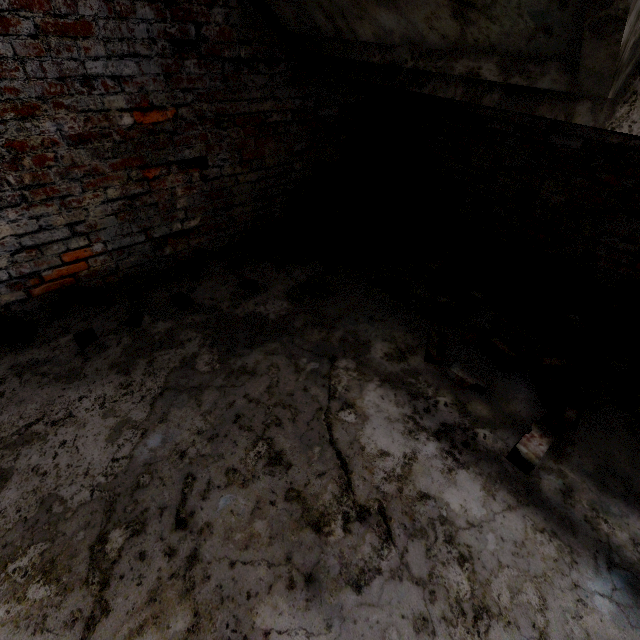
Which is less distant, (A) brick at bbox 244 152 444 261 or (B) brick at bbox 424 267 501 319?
(B) brick at bbox 424 267 501 319

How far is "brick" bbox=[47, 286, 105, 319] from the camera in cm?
243

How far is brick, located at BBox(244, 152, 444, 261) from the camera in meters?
3.4 m

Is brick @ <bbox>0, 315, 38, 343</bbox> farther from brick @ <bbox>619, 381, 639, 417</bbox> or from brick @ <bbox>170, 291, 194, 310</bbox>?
brick @ <bbox>619, 381, 639, 417</bbox>

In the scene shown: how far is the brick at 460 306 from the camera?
2.6 meters

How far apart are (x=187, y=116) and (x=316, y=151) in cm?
142

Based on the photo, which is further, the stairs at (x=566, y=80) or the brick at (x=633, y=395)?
the brick at (x=633, y=395)

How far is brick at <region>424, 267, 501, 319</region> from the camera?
2.6 meters
